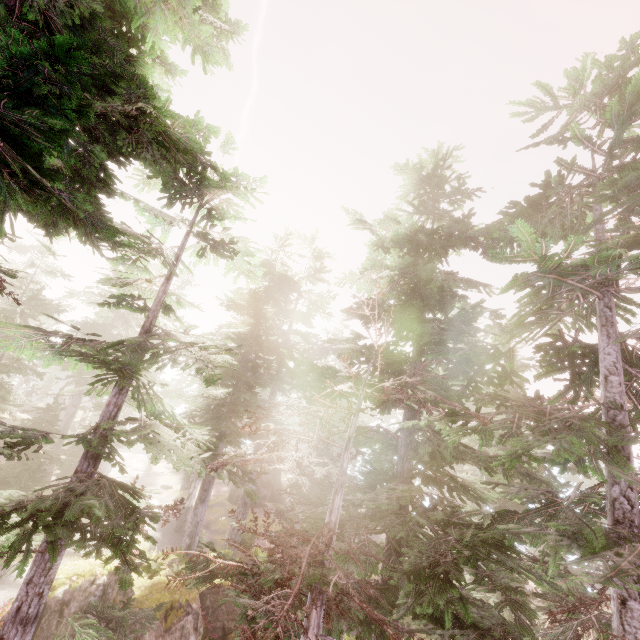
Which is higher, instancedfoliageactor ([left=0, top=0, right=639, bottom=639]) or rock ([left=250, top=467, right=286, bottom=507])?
instancedfoliageactor ([left=0, top=0, right=639, bottom=639])

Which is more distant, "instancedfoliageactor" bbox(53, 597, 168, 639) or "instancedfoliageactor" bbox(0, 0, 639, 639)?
"instancedfoliageactor" bbox(53, 597, 168, 639)

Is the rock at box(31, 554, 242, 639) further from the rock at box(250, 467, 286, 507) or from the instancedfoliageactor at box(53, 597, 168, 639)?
the rock at box(250, 467, 286, 507)

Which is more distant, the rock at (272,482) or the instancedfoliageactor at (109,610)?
the rock at (272,482)

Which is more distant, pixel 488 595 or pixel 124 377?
pixel 488 595

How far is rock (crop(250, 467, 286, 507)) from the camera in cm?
3372

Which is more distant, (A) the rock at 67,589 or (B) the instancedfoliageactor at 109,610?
(A) the rock at 67,589

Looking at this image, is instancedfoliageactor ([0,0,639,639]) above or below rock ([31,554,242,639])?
above
